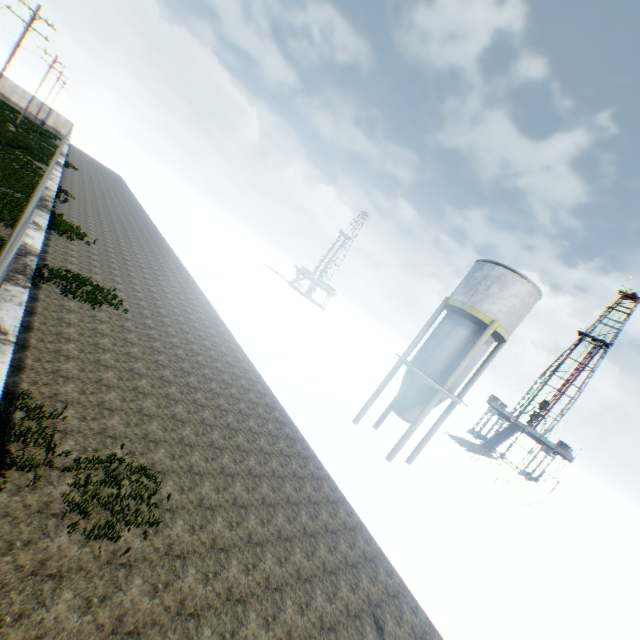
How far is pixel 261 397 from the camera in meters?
14.8

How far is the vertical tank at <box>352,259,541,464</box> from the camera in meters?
17.6

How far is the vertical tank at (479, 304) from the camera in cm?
1759
